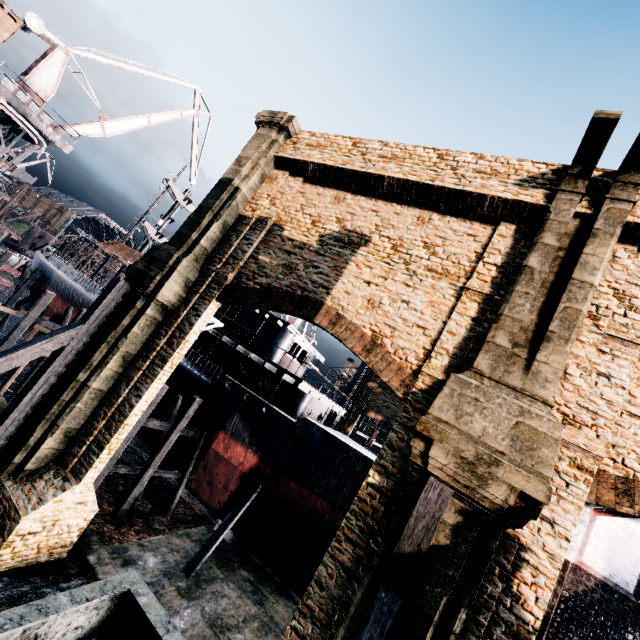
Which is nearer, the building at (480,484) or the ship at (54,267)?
the building at (480,484)

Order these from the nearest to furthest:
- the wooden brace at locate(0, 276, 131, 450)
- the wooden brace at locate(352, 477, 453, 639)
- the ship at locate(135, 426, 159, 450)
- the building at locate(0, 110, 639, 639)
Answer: the wooden brace at locate(352, 477, 453, 639) → the building at locate(0, 110, 639, 639) → the wooden brace at locate(0, 276, 131, 450) → the ship at locate(135, 426, 159, 450)

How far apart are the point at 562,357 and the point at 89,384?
14.2m

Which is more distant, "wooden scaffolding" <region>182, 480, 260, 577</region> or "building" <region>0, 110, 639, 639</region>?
"wooden scaffolding" <region>182, 480, 260, 577</region>

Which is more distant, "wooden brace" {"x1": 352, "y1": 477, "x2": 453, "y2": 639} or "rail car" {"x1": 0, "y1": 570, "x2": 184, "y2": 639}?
"wooden brace" {"x1": 352, "y1": 477, "x2": 453, "y2": 639}

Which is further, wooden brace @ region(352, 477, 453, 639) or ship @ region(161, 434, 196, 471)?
ship @ region(161, 434, 196, 471)

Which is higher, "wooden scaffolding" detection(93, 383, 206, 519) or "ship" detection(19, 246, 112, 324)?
"ship" detection(19, 246, 112, 324)

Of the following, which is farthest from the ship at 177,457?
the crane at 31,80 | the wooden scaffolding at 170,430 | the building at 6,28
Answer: the building at 6,28
